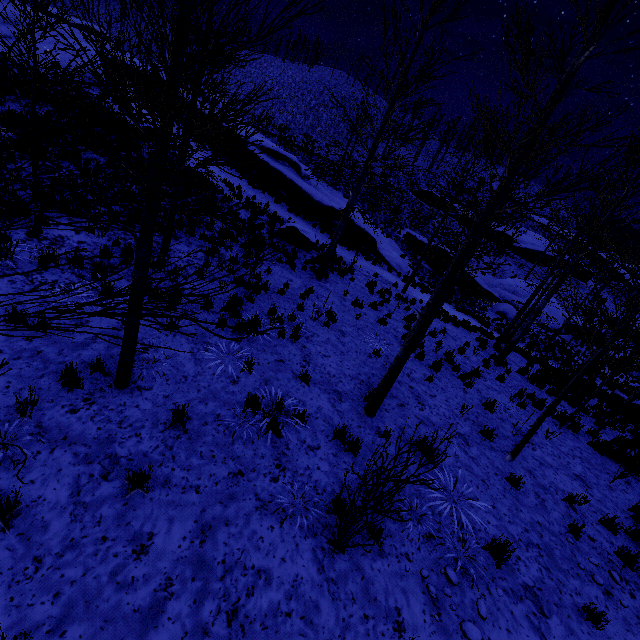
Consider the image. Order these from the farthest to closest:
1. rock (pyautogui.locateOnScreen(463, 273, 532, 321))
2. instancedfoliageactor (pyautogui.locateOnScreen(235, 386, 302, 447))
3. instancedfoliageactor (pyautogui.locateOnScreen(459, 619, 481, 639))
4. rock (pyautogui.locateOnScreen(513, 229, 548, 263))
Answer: rock (pyautogui.locateOnScreen(513, 229, 548, 263)) → rock (pyautogui.locateOnScreen(463, 273, 532, 321)) → instancedfoliageactor (pyautogui.locateOnScreen(235, 386, 302, 447)) → instancedfoliageactor (pyautogui.locateOnScreen(459, 619, 481, 639))

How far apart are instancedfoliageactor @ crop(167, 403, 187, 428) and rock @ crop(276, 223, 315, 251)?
10.46m

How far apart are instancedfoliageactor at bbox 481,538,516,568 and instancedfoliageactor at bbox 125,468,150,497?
4.6m

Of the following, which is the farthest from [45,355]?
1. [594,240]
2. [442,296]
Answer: [594,240]

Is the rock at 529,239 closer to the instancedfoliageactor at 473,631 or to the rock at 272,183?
the rock at 272,183

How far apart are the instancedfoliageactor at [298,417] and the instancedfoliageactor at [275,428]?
0.5 meters

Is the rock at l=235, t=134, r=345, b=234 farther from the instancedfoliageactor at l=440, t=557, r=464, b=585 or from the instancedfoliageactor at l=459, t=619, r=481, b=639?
the instancedfoliageactor at l=459, t=619, r=481, b=639

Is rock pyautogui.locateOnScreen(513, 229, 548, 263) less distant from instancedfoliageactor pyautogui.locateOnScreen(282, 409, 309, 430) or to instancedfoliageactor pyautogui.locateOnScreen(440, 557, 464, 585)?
instancedfoliageactor pyautogui.locateOnScreen(282, 409, 309, 430)
